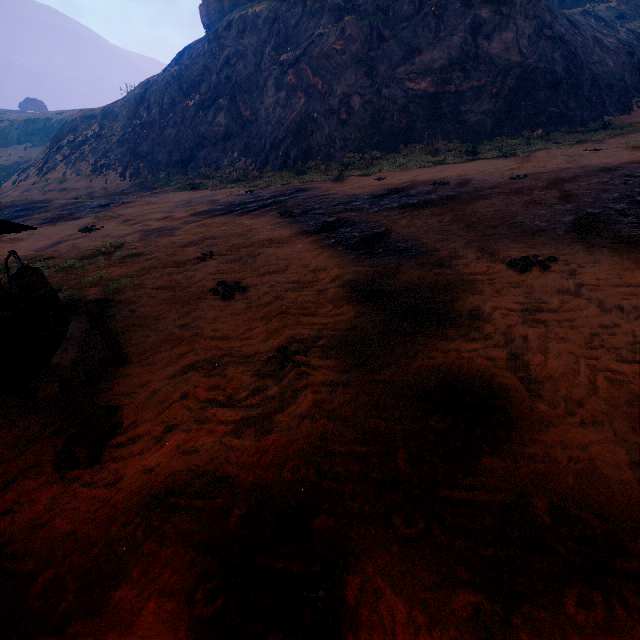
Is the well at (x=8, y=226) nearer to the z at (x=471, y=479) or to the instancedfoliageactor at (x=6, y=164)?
the z at (x=471, y=479)

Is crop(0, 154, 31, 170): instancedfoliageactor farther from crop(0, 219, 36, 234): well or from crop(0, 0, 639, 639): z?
crop(0, 219, 36, 234): well

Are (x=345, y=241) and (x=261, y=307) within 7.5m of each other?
yes

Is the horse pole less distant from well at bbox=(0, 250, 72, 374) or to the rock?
well at bbox=(0, 250, 72, 374)

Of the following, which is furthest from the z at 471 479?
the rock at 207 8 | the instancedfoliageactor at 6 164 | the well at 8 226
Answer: the instancedfoliageactor at 6 164

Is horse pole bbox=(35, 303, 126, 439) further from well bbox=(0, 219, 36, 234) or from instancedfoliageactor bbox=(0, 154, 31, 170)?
instancedfoliageactor bbox=(0, 154, 31, 170)

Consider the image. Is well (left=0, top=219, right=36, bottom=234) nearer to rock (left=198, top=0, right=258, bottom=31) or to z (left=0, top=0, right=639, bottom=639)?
z (left=0, top=0, right=639, bottom=639)

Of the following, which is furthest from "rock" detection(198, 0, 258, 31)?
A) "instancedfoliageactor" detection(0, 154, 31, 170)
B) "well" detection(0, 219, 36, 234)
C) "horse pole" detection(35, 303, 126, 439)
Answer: "horse pole" detection(35, 303, 126, 439)
